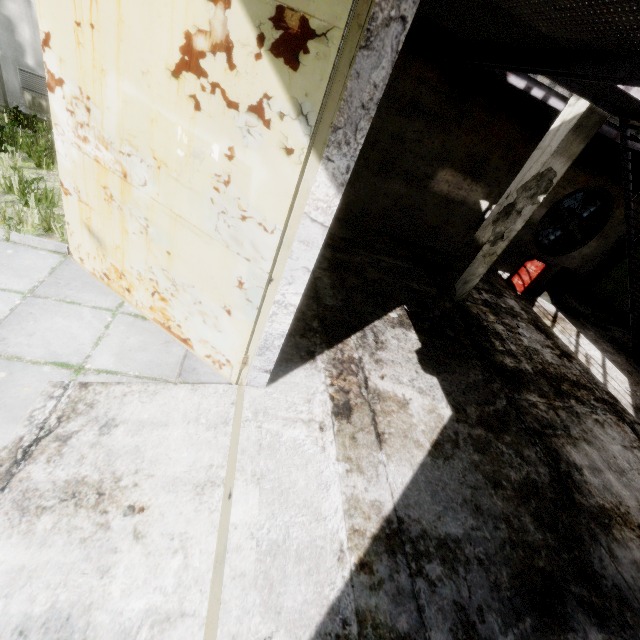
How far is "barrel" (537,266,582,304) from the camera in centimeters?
938cm

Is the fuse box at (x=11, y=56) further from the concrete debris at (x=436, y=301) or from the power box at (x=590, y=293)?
the power box at (x=590, y=293)

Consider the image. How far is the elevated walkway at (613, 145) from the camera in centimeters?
574cm

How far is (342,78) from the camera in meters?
1.9

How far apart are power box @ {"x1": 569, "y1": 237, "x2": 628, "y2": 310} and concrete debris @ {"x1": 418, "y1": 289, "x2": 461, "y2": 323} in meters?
6.9 m

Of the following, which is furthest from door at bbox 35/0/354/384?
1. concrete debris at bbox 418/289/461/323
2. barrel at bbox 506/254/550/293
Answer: barrel at bbox 506/254/550/293

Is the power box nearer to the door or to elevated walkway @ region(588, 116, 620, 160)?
elevated walkway @ region(588, 116, 620, 160)

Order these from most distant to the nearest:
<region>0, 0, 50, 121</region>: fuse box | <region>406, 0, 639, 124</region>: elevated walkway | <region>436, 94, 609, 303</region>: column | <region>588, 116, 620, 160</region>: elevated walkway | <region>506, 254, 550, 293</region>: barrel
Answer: <region>506, 254, 550, 293</region>: barrel → <region>0, 0, 50, 121</region>: fuse box → <region>588, 116, 620, 160</region>: elevated walkway → <region>436, 94, 609, 303</region>: column → <region>406, 0, 639, 124</region>: elevated walkway
